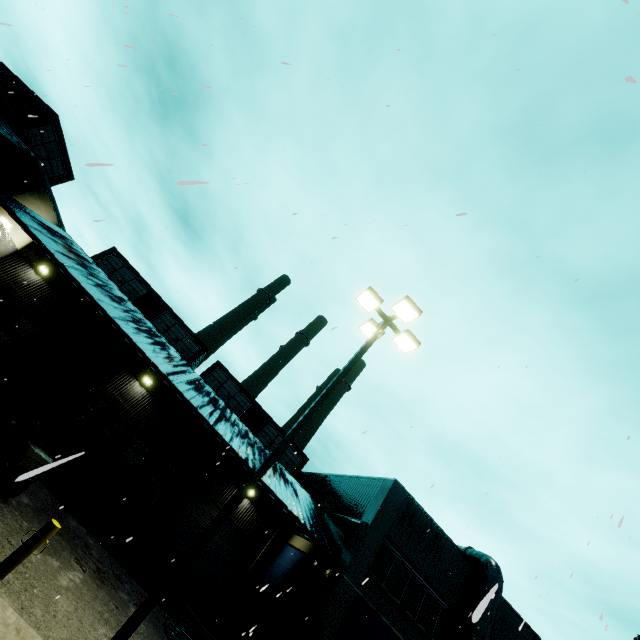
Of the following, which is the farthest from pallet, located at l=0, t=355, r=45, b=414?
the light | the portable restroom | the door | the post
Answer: the light

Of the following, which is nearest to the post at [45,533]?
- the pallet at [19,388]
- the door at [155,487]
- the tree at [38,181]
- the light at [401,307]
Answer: the light at [401,307]

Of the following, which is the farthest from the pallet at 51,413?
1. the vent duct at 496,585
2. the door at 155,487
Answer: the vent duct at 496,585

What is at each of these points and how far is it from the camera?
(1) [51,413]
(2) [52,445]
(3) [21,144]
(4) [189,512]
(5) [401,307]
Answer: (1) pallet, 13.6m
(2) pallet, 13.3m
(3) building, 14.8m
(4) roll-up door, 18.8m
(5) light, 9.4m

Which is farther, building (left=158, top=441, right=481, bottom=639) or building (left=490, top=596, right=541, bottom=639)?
building (left=490, top=596, right=541, bottom=639)

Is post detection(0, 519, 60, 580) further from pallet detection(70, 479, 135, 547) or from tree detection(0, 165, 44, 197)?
tree detection(0, 165, 44, 197)

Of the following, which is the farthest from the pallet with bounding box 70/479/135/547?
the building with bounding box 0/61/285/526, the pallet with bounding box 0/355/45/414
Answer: the pallet with bounding box 0/355/45/414

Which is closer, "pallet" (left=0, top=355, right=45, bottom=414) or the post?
the post
